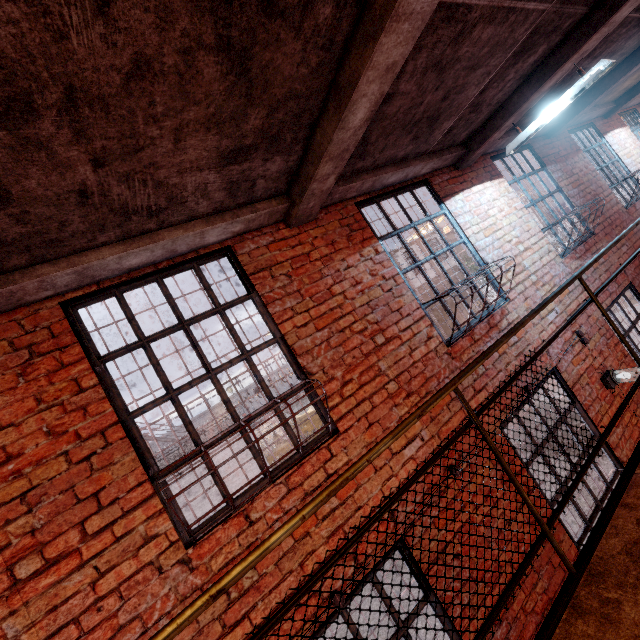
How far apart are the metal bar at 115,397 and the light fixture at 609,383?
4.0m

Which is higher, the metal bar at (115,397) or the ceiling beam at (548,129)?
the ceiling beam at (548,129)

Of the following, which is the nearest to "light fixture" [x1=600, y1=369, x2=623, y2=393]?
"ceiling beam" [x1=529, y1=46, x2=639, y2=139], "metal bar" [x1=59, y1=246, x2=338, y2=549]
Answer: "metal bar" [x1=59, y1=246, x2=338, y2=549]

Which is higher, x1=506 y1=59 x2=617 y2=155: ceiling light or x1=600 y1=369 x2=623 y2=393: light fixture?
x1=506 y1=59 x2=617 y2=155: ceiling light

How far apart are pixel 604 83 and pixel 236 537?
8.12m

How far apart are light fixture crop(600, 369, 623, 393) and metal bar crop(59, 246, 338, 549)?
4.0 meters

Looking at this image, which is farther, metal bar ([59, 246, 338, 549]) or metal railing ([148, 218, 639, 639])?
metal bar ([59, 246, 338, 549])

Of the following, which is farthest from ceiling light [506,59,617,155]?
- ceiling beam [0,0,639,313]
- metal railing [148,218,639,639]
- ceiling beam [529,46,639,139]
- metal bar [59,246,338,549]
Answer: metal bar [59,246,338,549]
